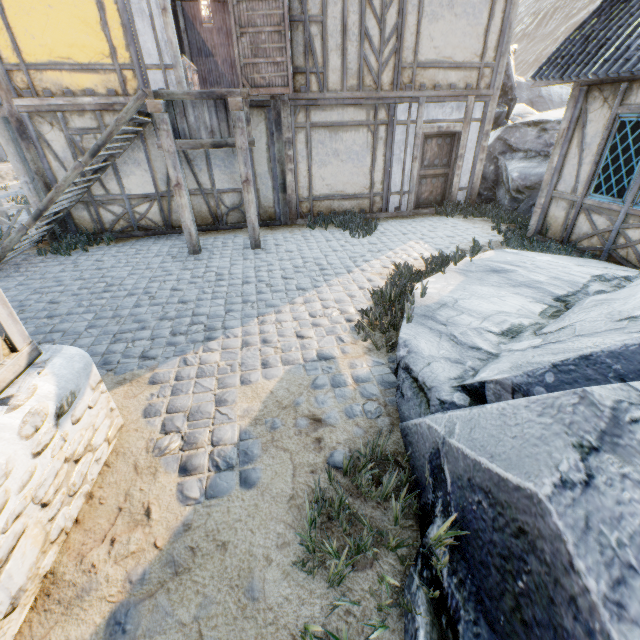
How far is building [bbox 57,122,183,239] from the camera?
7.71m

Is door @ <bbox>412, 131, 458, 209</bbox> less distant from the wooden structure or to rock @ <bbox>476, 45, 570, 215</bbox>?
rock @ <bbox>476, 45, 570, 215</bbox>

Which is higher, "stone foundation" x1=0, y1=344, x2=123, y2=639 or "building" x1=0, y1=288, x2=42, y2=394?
"building" x1=0, y1=288, x2=42, y2=394

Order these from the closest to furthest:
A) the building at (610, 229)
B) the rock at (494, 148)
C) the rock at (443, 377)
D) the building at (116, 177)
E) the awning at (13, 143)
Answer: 1. the rock at (443, 377)
2. the building at (610, 229)
3. the awning at (13, 143)
4. the building at (116, 177)
5. the rock at (494, 148)

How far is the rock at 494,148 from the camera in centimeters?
872cm

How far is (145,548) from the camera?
2.22m

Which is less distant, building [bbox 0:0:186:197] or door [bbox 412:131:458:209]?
building [bbox 0:0:186:197]

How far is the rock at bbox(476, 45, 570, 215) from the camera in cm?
872
